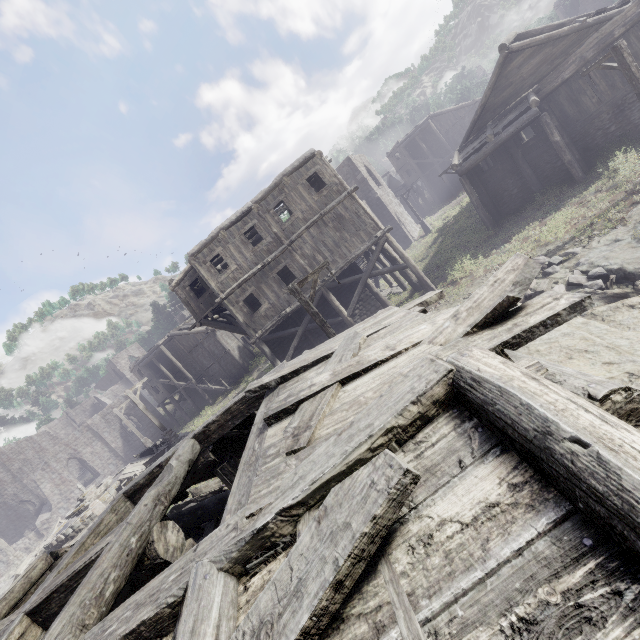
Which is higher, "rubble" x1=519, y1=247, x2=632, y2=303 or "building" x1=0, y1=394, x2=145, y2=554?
"building" x1=0, y1=394, x2=145, y2=554

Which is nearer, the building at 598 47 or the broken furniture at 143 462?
the building at 598 47

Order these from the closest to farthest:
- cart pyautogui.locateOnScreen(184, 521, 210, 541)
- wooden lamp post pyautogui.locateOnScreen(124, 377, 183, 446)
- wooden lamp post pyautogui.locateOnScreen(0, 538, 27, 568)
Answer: cart pyautogui.locateOnScreen(184, 521, 210, 541)
wooden lamp post pyautogui.locateOnScreen(124, 377, 183, 446)
wooden lamp post pyautogui.locateOnScreen(0, 538, 27, 568)

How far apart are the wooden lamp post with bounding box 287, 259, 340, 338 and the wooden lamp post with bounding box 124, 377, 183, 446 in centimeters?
1536cm

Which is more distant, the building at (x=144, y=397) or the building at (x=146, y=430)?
the building at (x=144, y=397)

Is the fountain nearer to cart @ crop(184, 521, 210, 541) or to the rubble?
cart @ crop(184, 521, 210, 541)

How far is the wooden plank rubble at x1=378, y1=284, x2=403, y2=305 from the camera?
22.11m

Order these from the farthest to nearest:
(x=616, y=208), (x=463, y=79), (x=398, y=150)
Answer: (x=463, y=79), (x=398, y=150), (x=616, y=208)
